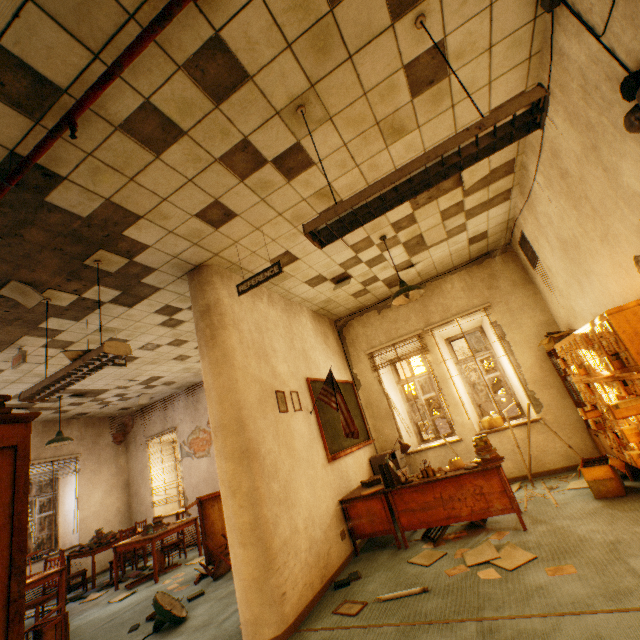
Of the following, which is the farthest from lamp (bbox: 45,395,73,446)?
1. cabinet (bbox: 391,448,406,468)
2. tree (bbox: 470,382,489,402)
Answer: tree (bbox: 470,382,489,402)

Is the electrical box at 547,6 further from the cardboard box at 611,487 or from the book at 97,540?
the book at 97,540

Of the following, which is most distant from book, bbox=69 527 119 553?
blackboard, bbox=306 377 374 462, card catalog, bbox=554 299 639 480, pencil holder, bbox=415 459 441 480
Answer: card catalog, bbox=554 299 639 480

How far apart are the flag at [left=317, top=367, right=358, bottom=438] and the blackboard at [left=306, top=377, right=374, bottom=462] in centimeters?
19cm

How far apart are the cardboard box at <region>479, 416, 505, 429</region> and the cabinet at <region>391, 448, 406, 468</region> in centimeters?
160cm

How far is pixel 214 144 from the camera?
2.7 meters

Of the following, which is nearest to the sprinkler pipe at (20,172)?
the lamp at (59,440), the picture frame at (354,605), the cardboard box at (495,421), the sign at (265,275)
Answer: the sign at (265,275)

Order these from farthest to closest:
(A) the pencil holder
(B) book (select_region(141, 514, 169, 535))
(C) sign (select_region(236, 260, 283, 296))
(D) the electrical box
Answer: (B) book (select_region(141, 514, 169, 535)) → (A) the pencil holder → (C) sign (select_region(236, 260, 283, 296)) → (D) the electrical box
